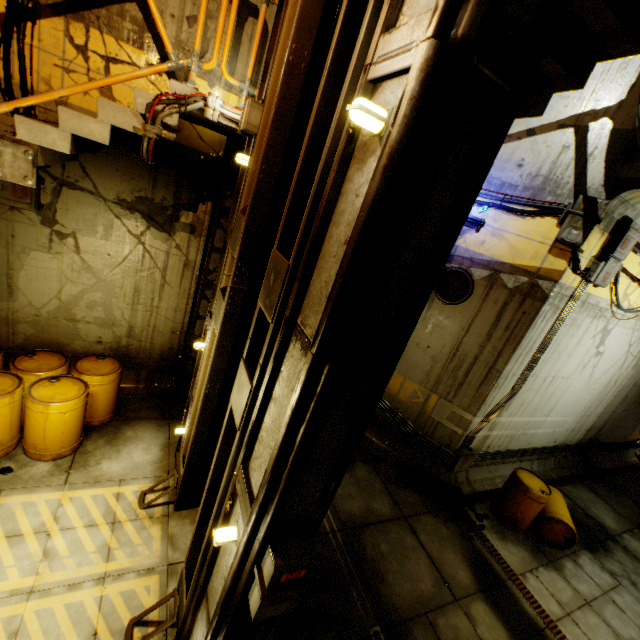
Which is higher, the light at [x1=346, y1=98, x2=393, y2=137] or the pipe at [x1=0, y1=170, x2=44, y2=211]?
the light at [x1=346, y1=98, x2=393, y2=137]

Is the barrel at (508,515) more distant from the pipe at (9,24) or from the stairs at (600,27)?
the stairs at (600,27)

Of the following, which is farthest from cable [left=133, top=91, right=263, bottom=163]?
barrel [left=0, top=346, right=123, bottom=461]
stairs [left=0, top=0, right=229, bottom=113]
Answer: barrel [left=0, top=346, right=123, bottom=461]

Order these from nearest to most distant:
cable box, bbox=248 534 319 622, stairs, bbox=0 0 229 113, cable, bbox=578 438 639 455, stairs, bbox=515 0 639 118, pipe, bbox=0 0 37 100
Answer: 1. cable box, bbox=248 534 319 622
2. stairs, bbox=515 0 639 118
3. stairs, bbox=0 0 229 113
4. pipe, bbox=0 0 37 100
5. cable, bbox=578 438 639 455

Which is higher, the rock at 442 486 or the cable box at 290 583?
the cable box at 290 583

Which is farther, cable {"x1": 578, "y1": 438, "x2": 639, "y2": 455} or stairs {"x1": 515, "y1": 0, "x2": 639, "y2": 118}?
cable {"x1": 578, "y1": 438, "x2": 639, "y2": 455}

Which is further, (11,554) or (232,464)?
(11,554)

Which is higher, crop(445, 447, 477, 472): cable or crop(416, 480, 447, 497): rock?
crop(445, 447, 477, 472): cable
